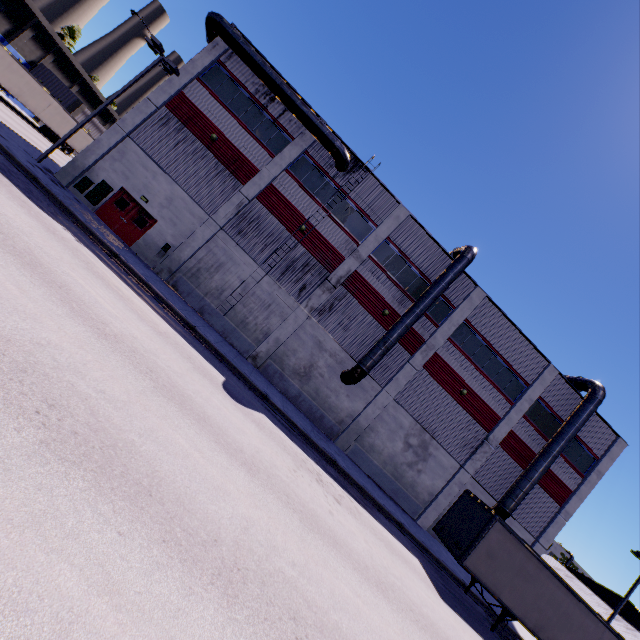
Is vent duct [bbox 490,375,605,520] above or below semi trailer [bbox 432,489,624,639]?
above

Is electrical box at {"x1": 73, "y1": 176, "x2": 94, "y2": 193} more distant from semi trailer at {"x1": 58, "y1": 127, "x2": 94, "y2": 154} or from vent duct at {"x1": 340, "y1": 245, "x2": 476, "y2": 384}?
semi trailer at {"x1": 58, "y1": 127, "x2": 94, "y2": 154}

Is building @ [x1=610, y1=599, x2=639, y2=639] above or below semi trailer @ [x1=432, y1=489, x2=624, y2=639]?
above

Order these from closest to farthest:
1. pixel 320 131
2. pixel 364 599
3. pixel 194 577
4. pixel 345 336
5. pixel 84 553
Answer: pixel 84 553
pixel 194 577
pixel 364 599
pixel 320 131
pixel 345 336

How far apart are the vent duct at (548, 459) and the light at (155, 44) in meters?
33.9 m

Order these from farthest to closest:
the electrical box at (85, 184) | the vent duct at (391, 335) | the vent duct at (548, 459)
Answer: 1. the vent duct at (548, 459)
2. the vent duct at (391, 335)
3. the electrical box at (85, 184)

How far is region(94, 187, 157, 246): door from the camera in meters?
19.9 m

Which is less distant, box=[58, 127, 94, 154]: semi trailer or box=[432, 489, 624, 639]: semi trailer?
box=[432, 489, 624, 639]: semi trailer
